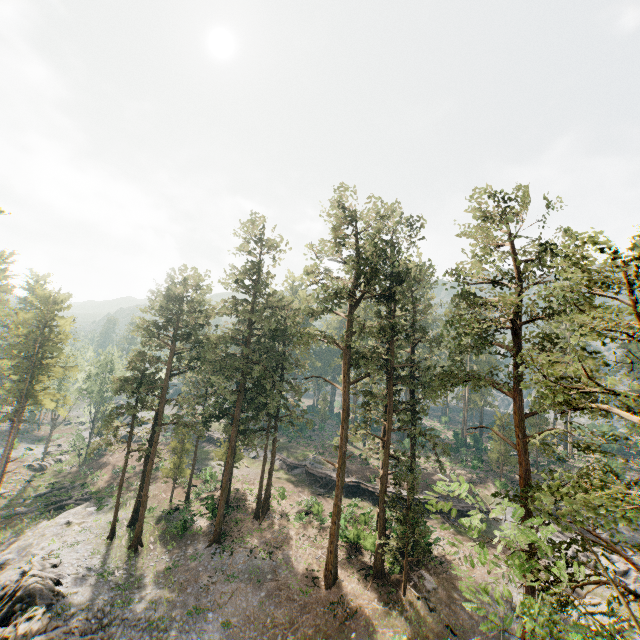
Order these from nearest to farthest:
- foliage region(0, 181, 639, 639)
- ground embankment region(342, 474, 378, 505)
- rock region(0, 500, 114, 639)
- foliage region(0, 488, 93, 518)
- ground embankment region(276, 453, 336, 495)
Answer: foliage region(0, 181, 639, 639), rock region(0, 500, 114, 639), foliage region(0, 488, 93, 518), ground embankment region(342, 474, 378, 505), ground embankment region(276, 453, 336, 495)

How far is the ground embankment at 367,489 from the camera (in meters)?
39.81

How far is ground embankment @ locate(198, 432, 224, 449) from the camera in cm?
5617

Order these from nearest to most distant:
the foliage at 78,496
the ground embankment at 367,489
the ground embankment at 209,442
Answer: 1. the foliage at 78,496
2. the ground embankment at 367,489
3. the ground embankment at 209,442

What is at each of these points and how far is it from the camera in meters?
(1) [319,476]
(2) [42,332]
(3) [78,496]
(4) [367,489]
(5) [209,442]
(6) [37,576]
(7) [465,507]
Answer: (1) ground embankment, 43.6 m
(2) foliage, 39.4 m
(3) foliage, 40.0 m
(4) ground embankment, 40.6 m
(5) ground embankment, 57.6 m
(6) rock, 23.4 m
(7) ground embankment, 38.4 m

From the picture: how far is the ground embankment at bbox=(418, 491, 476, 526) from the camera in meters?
37.4 m

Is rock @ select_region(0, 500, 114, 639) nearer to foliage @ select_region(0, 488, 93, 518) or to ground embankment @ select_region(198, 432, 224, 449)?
foliage @ select_region(0, 488, 93, 518)
